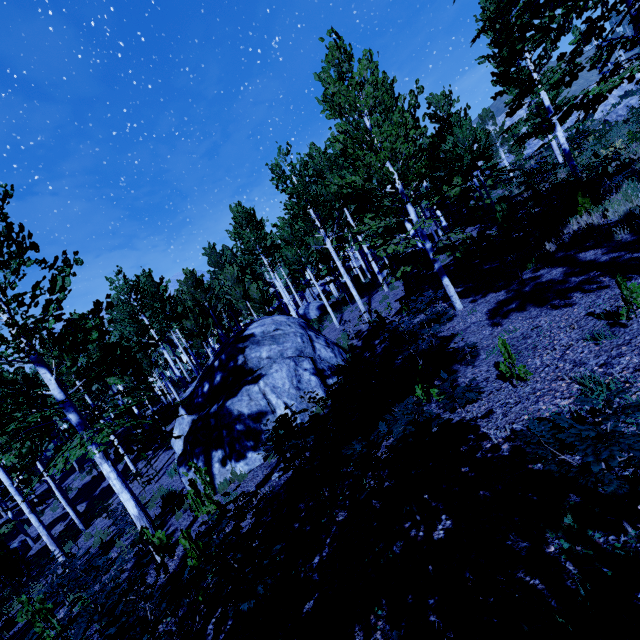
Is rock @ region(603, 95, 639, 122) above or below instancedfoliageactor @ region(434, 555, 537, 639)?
above

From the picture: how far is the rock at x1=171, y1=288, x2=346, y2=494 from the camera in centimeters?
902cm

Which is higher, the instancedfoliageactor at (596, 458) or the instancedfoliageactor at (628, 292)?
the instancedfoliageactor at (628, 292)

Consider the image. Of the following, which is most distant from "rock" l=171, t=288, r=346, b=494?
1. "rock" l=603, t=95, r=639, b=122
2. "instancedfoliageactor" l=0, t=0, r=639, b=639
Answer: "rock" l=603, t=95, r=639, b=122

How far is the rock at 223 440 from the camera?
9.0m

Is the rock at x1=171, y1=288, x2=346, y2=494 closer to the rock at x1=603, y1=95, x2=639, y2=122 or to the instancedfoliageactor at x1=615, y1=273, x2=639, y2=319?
the instancedfoliageactor at x1=615, y1=273, x2=639, y2=319

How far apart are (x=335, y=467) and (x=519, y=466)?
3.1 meters
